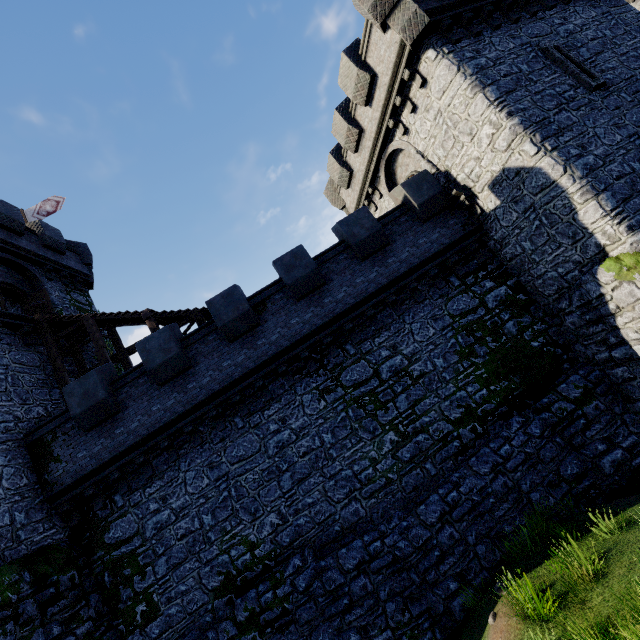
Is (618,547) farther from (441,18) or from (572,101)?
(441,18)

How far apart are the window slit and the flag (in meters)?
27.28

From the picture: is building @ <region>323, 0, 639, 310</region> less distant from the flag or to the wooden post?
the wooden post

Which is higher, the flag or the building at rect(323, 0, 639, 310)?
the flag

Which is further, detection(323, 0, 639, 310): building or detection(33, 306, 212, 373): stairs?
detection(33, 306, 212, 373): stairs

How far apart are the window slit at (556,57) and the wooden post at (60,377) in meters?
22.8 m

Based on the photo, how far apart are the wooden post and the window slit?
22.8m

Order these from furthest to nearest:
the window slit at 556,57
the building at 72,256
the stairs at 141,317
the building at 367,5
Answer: the building at 72,256
the stairs at 141,317
the window slit at 556,57
the building at 367,5
